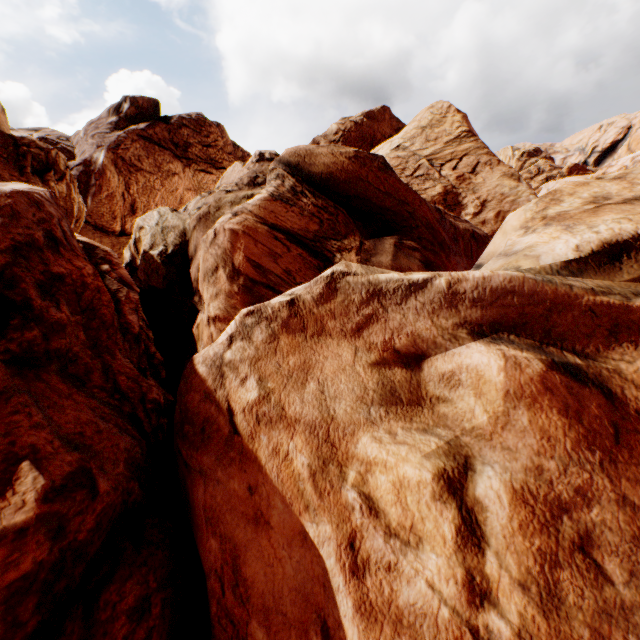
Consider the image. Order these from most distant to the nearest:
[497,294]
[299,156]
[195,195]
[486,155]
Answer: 1. [486,155]
2. [195,195]
3. [299,156]
4. [497,294]
